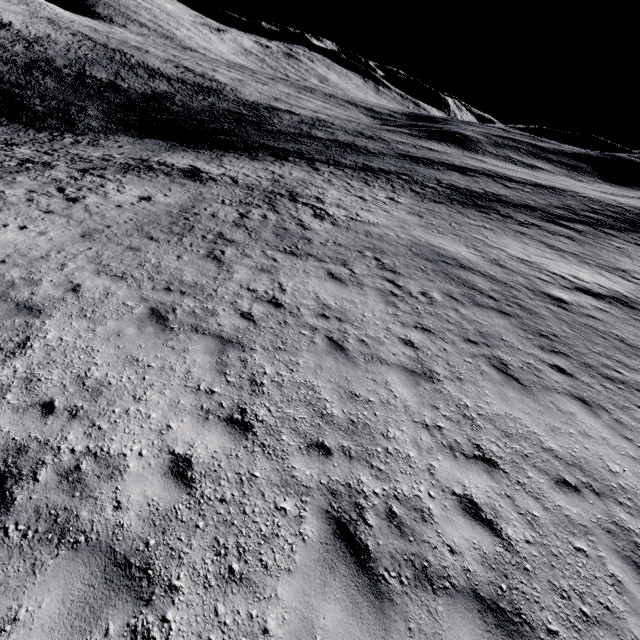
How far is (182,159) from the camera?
30.8 meters
